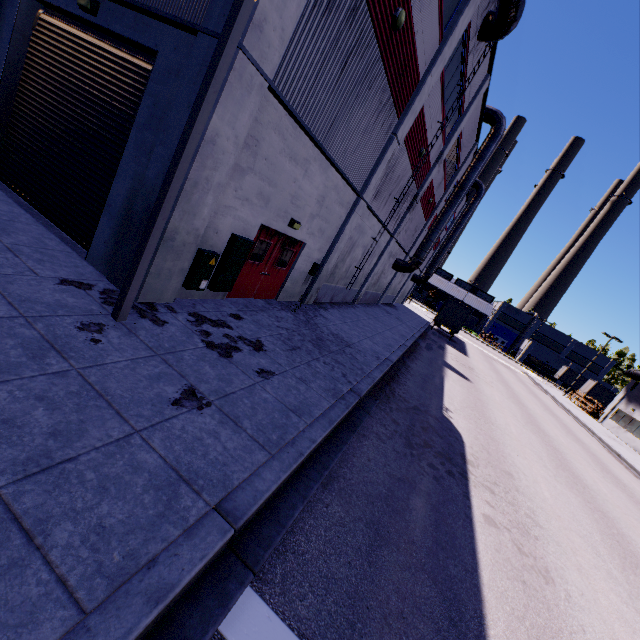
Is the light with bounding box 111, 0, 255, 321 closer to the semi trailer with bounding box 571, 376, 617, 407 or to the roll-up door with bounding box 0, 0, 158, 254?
the roll-up door with bounding box 0, 0, 158, 254

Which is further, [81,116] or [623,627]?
[81,116]

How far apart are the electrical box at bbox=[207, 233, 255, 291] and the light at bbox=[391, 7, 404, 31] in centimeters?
675cm

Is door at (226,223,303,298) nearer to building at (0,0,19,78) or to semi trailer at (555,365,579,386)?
building at (0,0,19,78)

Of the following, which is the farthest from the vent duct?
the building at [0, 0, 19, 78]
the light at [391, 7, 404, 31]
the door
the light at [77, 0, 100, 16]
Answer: the light at [77, 0, 100, 16]

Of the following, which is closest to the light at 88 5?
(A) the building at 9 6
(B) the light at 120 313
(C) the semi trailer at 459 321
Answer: (A) the building at 9 6

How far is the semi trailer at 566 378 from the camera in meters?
57.8

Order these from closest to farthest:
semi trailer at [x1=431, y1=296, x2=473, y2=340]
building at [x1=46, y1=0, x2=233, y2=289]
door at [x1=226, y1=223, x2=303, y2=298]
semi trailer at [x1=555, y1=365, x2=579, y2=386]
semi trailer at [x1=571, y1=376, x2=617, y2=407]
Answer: building at [x1=46, y1=0, x2=233, y2=289] → door at [x1=226, y1=223, x2=303, y2=298] → semi trailer at [x1=431, y1=296, x2=473, y2=340] → semi trailer at [x1=571, y1=376, x2=617, y2=407] → semi trailer at [x1=555, y1=365, x2=579, y2=386]
